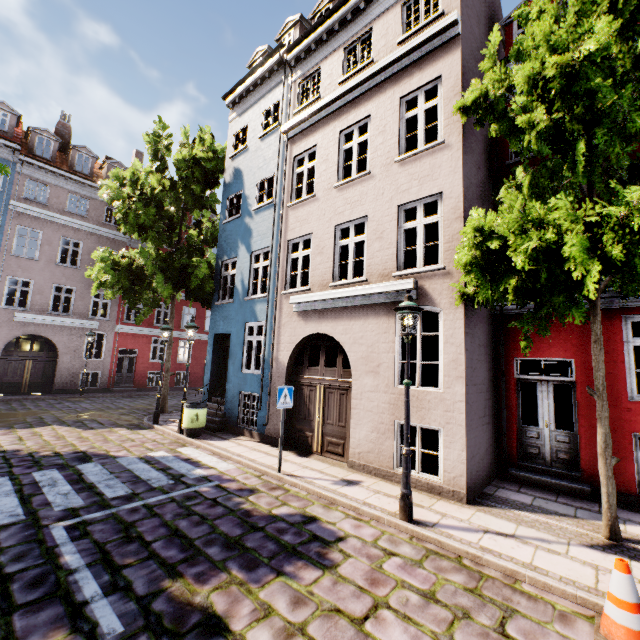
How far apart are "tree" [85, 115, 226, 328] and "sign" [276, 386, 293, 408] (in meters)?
10.16

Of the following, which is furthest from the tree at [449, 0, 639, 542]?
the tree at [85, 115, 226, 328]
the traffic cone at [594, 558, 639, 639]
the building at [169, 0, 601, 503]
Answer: the tree at [85, 115, 226, 328]

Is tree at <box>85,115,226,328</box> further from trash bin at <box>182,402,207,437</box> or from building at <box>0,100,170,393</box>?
trash bin at <box>182,402,207,437</box>

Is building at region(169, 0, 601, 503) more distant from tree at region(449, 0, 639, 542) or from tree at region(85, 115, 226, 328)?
tree at region(85, 115, 226, 328)

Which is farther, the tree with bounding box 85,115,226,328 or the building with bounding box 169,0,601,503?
the tree with bounding box 85,115,226,328

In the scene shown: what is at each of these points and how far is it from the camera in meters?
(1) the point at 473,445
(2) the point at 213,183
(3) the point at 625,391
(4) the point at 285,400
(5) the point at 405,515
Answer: (1) building, 6.5 m
(2) tree, 15.1 m
(3) building, 6.6 m
(4) sign, 7.4 m
(5) street light, 5.2 m

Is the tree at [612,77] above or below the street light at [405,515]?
above

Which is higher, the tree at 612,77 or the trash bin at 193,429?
the tree at 612,77
